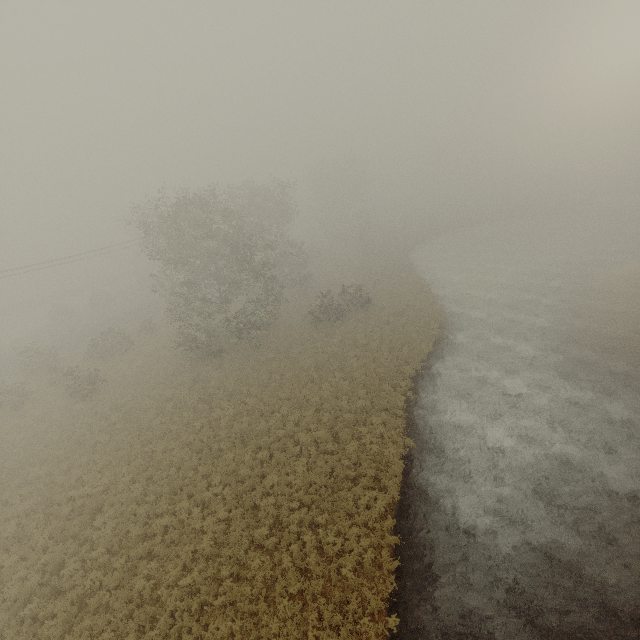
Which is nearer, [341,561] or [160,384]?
[341,561]
